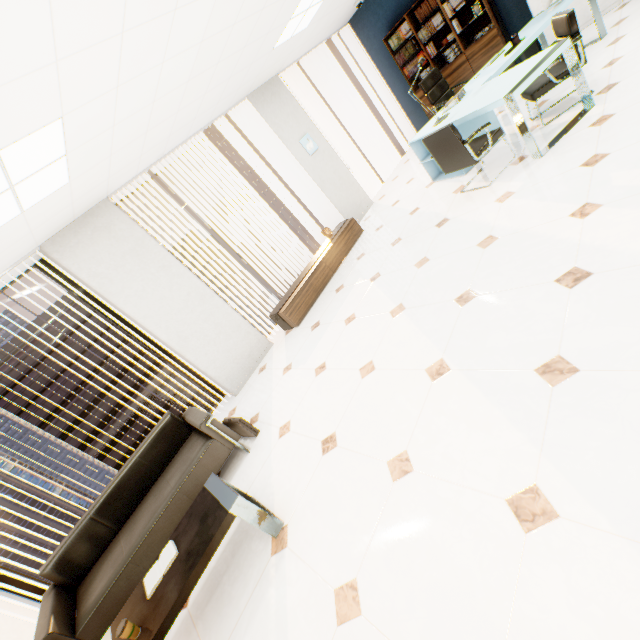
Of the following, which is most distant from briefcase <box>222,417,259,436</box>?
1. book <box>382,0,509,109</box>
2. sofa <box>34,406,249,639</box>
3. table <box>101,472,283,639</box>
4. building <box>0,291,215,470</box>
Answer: building <box>0,291,215,470</box>

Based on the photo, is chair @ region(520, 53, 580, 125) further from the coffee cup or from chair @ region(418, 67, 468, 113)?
the coffee cup

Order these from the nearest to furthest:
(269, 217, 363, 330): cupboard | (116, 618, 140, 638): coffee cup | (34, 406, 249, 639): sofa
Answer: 1. (116, 618, 140, 638): coffee cup
2. (34, 406, 249, 639): sofa
3. (269, 217, 363, 330): cupboard

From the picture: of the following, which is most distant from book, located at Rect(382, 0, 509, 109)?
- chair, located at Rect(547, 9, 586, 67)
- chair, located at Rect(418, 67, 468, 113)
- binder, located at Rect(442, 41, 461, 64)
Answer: chair, located at Rect(547, 9, 586, 67)

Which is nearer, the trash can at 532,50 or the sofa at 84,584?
the sofa at 84,584

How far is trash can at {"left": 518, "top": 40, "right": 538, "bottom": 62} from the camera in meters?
5.8 m

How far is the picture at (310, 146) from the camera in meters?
6.1 m

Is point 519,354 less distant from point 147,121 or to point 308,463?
point 308,463
